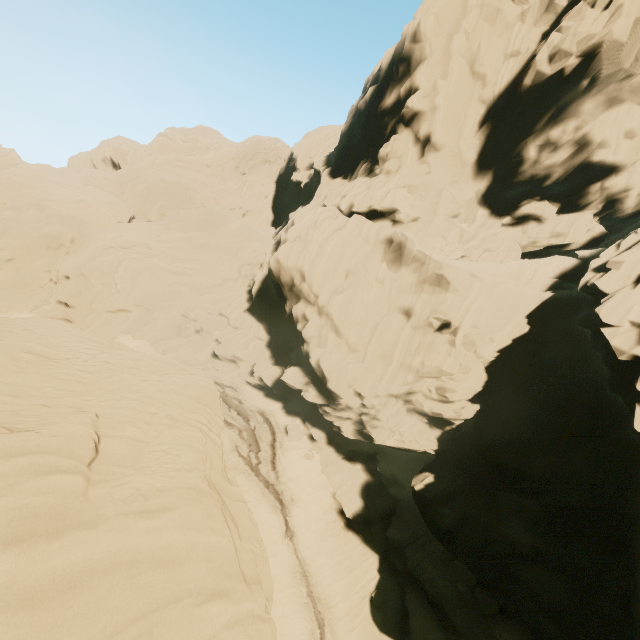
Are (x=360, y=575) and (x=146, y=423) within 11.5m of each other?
no

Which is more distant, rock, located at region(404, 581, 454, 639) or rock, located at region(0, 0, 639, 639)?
rock, located at region(404, 581, 454, 639)

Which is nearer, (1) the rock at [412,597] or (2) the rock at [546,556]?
(2) the rock at [546,556]

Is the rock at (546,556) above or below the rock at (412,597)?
above

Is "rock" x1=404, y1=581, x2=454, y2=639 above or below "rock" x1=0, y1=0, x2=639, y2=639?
below
